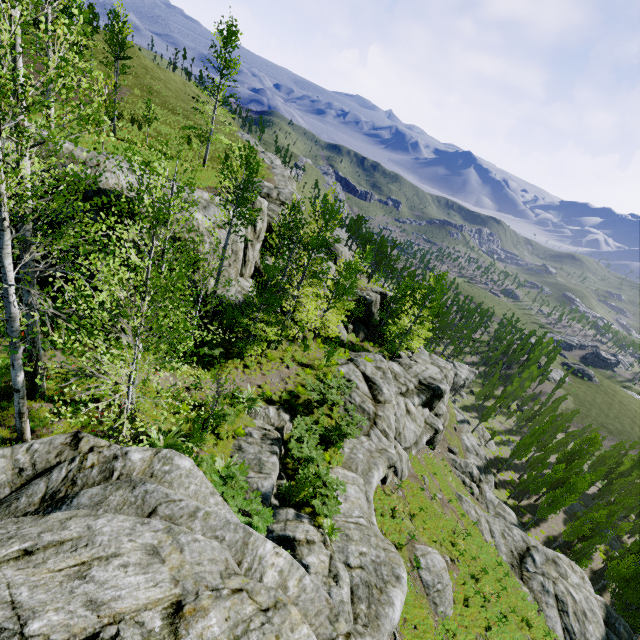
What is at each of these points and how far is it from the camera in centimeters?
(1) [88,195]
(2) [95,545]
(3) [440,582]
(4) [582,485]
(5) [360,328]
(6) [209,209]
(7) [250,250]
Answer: (1) rock, 1245cm
(2) rock, 389cm
(3) rock, 1623cm
(4) instancedfoliageactor, 3584cm
(5) rock, 3791cm
(6) rock, 1895cm
(7) rock, 2334cm

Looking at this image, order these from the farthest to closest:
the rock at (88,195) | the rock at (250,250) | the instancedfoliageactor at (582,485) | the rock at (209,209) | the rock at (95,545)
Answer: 1. the instancedfoliageactor at (582,485)
2. the rock at (250,250)
3. the rock at (209,209)
4. the rock at (88,195)
5. the rock at (95,545)

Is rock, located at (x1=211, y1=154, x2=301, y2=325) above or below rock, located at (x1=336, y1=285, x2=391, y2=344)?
above

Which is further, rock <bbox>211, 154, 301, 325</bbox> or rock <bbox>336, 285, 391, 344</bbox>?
rock <bbox>336, 285, 391, 344</bbox>

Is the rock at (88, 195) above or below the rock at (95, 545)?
above

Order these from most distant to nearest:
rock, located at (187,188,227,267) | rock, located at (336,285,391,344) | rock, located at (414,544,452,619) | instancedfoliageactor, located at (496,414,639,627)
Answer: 1. rock, located at (336,285,391,344)
2. instancedfoliageactor, located at (496,414,639,627)
3. rock, located at (187,188,227,267)
4. rock, located at (414,544,452,619)

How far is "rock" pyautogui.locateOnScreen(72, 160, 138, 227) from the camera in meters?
12.4
